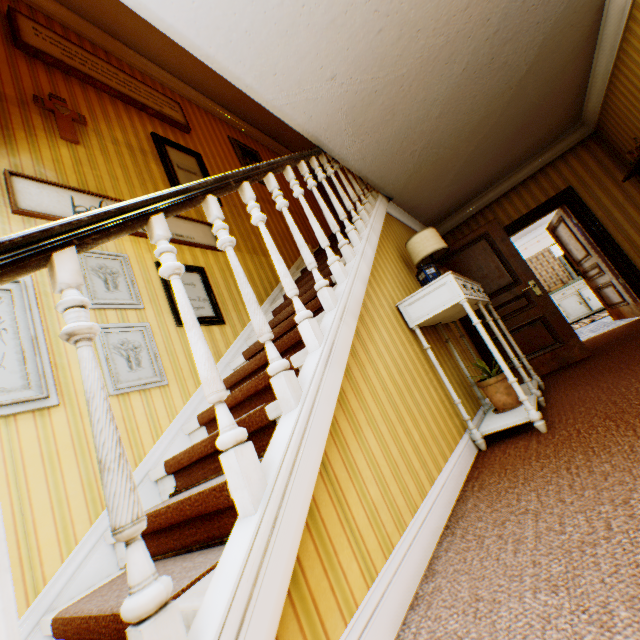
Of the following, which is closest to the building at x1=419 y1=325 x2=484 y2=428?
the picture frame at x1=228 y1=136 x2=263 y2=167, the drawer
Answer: the picture frame at x1=228 y1=136 x2=263 y2=167

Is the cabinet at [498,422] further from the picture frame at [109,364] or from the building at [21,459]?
the picture frame at [109,364]

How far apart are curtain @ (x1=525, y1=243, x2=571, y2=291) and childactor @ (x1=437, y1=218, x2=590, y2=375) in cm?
753

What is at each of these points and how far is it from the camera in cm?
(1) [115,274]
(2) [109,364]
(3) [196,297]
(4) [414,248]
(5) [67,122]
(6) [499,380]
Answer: (1) picture frame, 287
(2) picture frame, 243
(3) picture frame, 343
(4) lamp, 373
(5) crucifix, 330
(6) flower pot, 281

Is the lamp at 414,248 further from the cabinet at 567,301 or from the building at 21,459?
the cabinet at 567,301

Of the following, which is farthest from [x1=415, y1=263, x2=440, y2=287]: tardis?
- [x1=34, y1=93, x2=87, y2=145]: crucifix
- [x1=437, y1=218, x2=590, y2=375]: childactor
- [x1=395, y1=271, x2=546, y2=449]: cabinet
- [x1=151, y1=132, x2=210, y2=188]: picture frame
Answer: [x1=34, y1=93, x2=87, y2=145]: crucifix

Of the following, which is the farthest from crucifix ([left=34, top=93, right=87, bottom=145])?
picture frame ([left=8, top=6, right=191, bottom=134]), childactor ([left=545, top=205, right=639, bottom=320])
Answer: childactor ([left=545, top=205, right=639, bottom=320])

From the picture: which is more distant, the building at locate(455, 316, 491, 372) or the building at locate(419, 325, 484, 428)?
the building at locate(455, 316, 491, 372)
